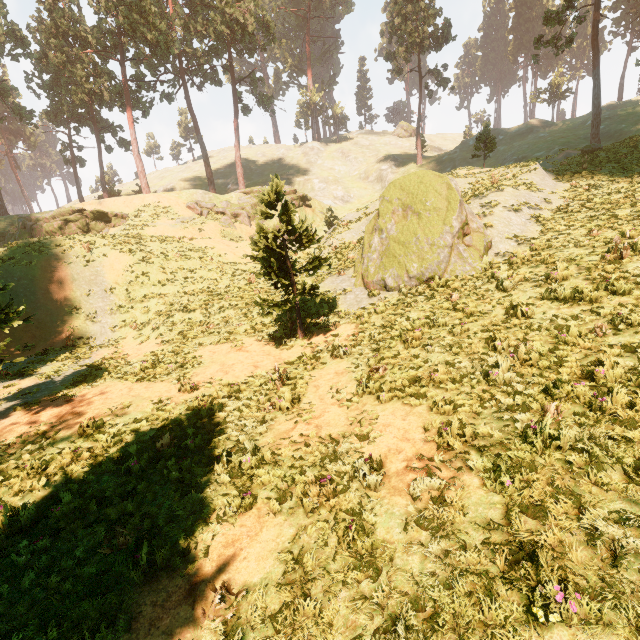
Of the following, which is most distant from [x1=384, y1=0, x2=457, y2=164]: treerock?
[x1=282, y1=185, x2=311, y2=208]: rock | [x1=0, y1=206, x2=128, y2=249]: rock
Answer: [x1=282, y1=185, x2=311, y2=208]: rock

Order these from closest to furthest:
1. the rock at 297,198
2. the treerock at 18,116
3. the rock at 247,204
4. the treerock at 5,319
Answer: the treerock at 5,319 < the rock at 247,204 < the treerock at 18,116 < the rock at 297,198

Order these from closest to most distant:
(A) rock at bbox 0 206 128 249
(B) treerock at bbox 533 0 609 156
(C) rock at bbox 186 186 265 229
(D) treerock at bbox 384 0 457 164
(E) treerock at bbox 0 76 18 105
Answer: (B) treerock at bbox 533 0 609 156 → (A) rock at bbox 0 206 128 249 → (E) treerock at bbox 0 76 18 105 → (C) rock at bbox 186 186 265 229 → (D) treerock at bbox 384 0 457 164

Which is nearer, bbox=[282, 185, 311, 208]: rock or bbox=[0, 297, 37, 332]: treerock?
bbox=[0, 297, 37, 332]: treerock

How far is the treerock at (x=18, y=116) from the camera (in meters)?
34.87

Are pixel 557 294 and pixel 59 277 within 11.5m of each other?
no

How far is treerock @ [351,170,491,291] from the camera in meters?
12.8 m
